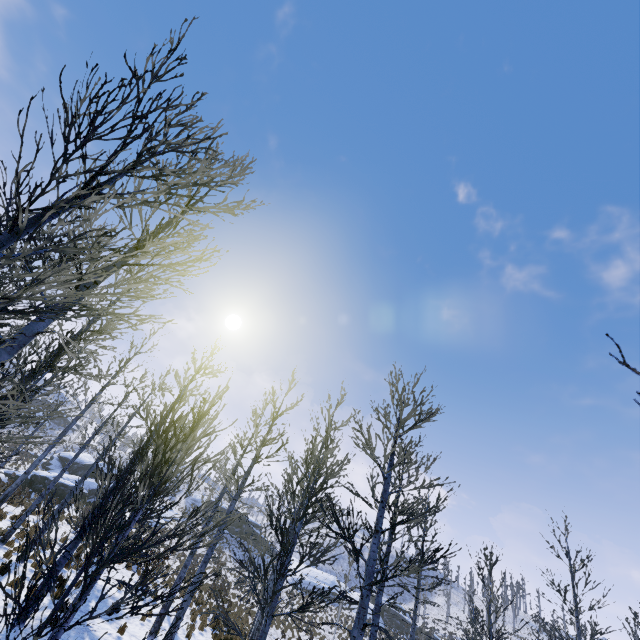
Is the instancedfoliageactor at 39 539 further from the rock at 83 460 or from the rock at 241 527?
the rock at 241 527

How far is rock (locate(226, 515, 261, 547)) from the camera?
48.6m

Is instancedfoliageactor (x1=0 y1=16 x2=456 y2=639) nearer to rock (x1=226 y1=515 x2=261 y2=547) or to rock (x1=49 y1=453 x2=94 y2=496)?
rock (x1=49 y1=453 x2=94 y2=496)

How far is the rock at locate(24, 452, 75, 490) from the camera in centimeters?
2776cm

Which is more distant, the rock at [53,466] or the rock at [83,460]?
the rock at [83,460]

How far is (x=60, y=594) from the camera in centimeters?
1075cm
